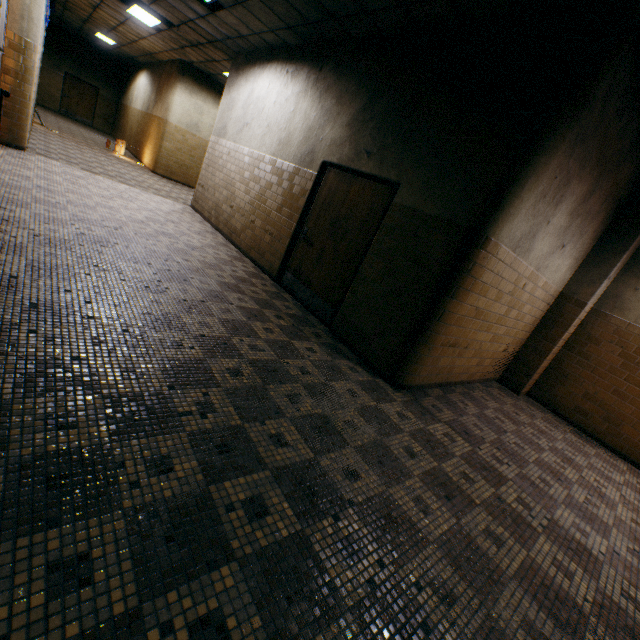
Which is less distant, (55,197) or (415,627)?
(415,627)

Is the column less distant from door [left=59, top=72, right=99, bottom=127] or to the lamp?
the lamp

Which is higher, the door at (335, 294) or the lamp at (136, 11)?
the lamp at (136, 11)

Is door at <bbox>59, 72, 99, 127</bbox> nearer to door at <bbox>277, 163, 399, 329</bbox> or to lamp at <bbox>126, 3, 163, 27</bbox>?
lamp at <bbox>126, 3, 163, 27</bbox>

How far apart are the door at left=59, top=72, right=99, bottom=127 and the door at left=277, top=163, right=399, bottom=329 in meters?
22.0 m

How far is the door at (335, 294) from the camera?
4.5 meters

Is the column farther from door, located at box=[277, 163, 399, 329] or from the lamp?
the lamp

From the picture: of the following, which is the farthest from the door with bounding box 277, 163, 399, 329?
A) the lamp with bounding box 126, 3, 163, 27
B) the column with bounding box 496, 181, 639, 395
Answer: the lamp with bounding box 126, 3, 163, 27
